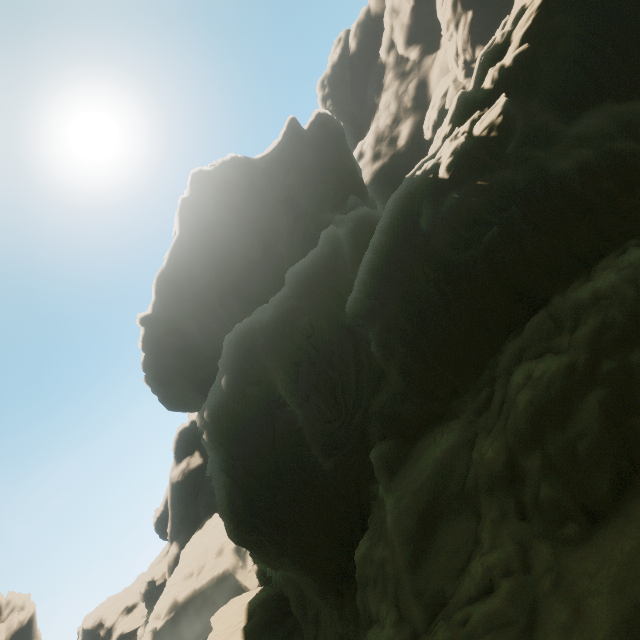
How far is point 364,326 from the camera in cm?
2061
